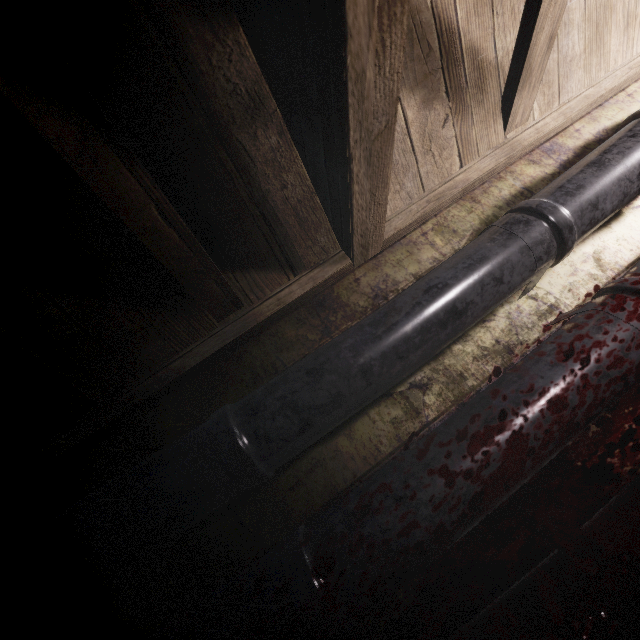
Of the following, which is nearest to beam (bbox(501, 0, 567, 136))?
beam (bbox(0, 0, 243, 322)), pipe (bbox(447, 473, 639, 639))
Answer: beam (bbox(0, 0, 243, 322))

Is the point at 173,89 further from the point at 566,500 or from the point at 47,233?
the point at 566,500

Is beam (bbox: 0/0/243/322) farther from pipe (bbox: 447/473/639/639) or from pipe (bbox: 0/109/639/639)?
pipe (bbox: 447/473/639/639)

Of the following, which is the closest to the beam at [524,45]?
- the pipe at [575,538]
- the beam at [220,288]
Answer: the beam at [220,288]

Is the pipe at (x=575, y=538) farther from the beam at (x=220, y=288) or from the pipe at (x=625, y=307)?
the beam at (x=220, y=288)

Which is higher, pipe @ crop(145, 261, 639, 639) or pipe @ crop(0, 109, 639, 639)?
pipe @ crop(0, 109, 639, 639)

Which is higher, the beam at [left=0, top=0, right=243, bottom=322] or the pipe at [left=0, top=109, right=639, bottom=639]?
the beam at [left=0, top=0, right=243, bottom=322]

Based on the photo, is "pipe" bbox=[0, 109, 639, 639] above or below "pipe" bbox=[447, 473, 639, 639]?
above
